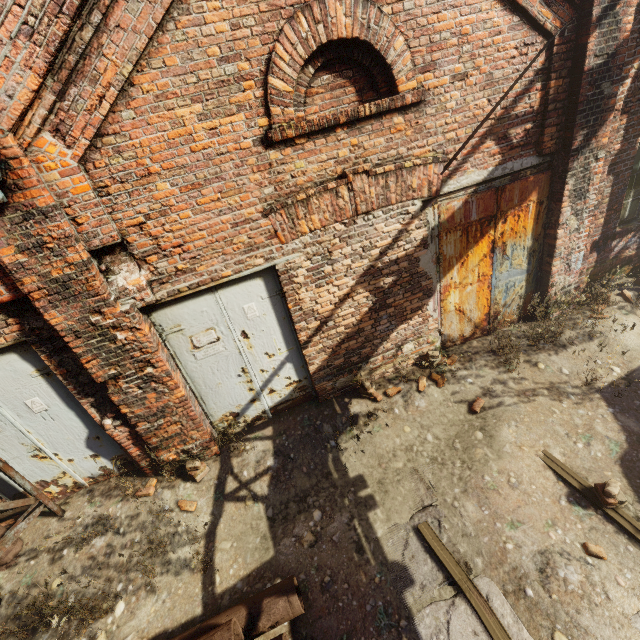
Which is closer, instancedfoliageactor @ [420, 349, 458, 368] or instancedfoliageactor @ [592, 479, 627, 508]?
instancedfoliageactor @ [592, 479, 627, 508]

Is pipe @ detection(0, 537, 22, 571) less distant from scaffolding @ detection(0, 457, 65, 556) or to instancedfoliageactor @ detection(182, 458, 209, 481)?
scaffolding @ detection(0, 457, 65, 556)

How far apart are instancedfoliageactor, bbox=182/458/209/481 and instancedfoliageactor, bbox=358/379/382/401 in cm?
223

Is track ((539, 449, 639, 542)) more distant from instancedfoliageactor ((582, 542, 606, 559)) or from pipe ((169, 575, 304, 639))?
instancedfoliageactor ((582, 542, 606, 559))

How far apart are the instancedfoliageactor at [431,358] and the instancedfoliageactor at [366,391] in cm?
98

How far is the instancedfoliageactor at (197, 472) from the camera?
4.57m

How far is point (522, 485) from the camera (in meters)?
3.88

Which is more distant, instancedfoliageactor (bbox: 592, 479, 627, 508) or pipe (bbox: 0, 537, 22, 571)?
pipe (bbox: 0, 537, 22, 571)
